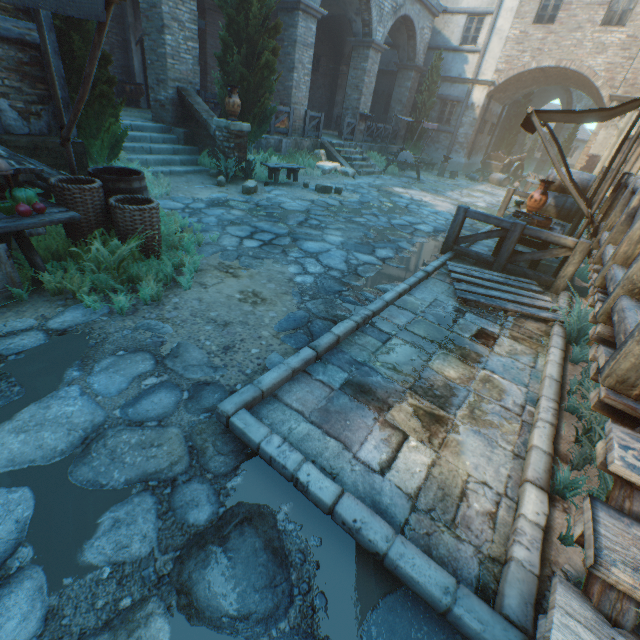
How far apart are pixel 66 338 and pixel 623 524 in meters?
3.9 m

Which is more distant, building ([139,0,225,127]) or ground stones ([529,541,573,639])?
building ([139,0,225,127])

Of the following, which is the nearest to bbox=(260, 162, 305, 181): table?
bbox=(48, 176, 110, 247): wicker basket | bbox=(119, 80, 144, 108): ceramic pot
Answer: bbox=(48, 176, 110, 247): wicker basket

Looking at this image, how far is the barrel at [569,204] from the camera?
7.87m

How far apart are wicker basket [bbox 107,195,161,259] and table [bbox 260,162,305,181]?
5.64m

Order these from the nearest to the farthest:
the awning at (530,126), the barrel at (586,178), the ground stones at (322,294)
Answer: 1. the ground stones at (322,294)
2. the awning at (530,126)
3. the barrel at (586,178)

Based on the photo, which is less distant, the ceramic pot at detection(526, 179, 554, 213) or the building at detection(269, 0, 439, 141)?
the ceramic pot at detection(526, 179, 554, 213)

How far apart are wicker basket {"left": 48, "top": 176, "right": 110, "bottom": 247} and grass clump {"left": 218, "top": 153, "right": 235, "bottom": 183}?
4.7m
